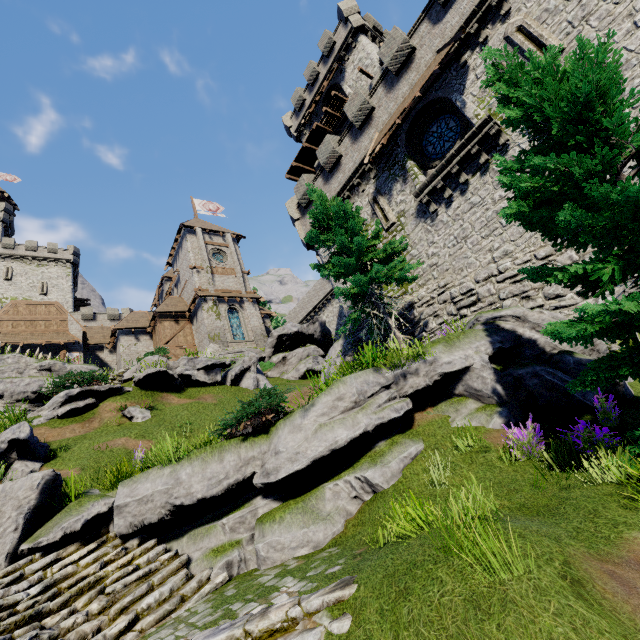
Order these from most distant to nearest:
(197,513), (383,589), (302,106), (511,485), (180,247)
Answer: (180,247)
(302,106)
(197,513)
(511,485)
(383,589)

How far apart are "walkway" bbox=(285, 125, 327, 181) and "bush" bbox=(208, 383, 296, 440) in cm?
2590

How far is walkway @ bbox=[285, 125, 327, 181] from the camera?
28.2 meters

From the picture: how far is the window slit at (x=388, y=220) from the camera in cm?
1705

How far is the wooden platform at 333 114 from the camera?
25.9 meters

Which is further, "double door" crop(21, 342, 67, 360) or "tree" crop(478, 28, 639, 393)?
"double door" crop(21, 342, 67, 360)

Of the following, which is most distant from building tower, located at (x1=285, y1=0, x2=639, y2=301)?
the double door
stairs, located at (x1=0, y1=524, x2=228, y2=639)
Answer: the double door

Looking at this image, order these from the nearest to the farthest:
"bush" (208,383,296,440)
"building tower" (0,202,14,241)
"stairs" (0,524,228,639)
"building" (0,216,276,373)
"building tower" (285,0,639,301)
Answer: "stairs" (0,524,228,639) → "bush" (208,383,296,440) → "building tower" (285,0,639,301) → "building" (0,216,276,373) → "building tower" (0,202,14,241)
